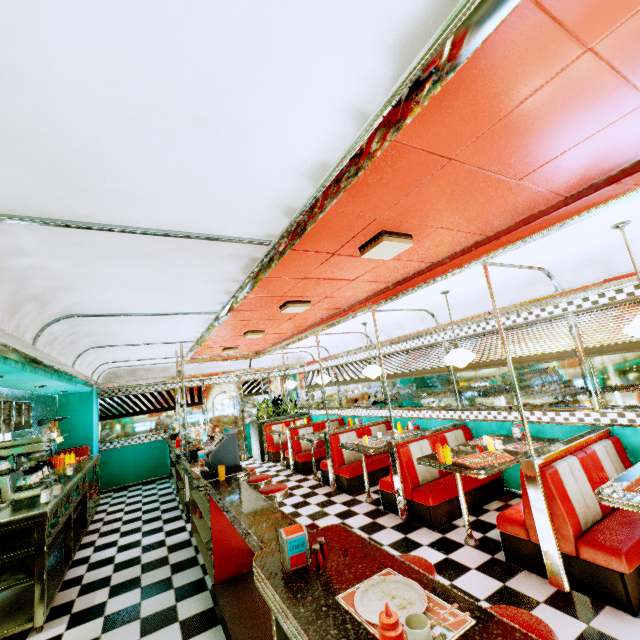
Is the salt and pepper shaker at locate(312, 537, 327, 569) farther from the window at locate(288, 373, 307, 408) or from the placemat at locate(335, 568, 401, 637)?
the window at locate(288, 373, 307, 408)

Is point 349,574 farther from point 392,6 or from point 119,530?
point 119,530

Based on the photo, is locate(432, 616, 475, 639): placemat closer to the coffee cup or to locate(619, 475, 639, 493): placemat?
the coffee cup

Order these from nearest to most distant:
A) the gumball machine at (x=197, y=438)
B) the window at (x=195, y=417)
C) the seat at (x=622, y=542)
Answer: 1. the seat at (x=622, y=542)
2. the gumball machine at (x=197, y=438)
3. the window at (x=195, y=417)

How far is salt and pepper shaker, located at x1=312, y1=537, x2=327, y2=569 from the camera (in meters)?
1.63

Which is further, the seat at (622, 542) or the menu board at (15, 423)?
the menu board at (15, 423)

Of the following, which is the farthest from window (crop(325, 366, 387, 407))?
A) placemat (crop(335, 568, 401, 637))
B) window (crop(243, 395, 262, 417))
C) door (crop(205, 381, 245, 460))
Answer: placemat (crop(335, 568, 401, 637))

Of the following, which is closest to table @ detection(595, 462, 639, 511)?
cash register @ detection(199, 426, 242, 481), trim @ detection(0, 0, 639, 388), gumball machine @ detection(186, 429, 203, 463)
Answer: trim @ detection(0, 0, 639, 388)
